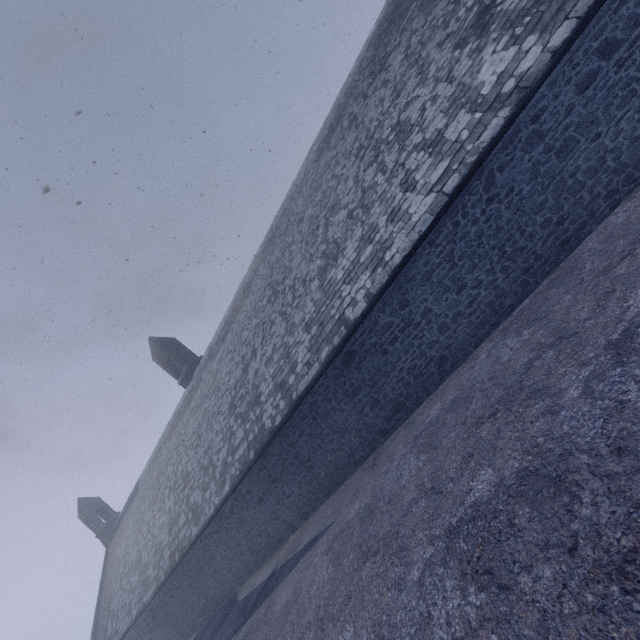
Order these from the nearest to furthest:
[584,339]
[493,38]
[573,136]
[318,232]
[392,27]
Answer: [584,339]
[573,136]
[493,38]
[392,27]
[318,232]
